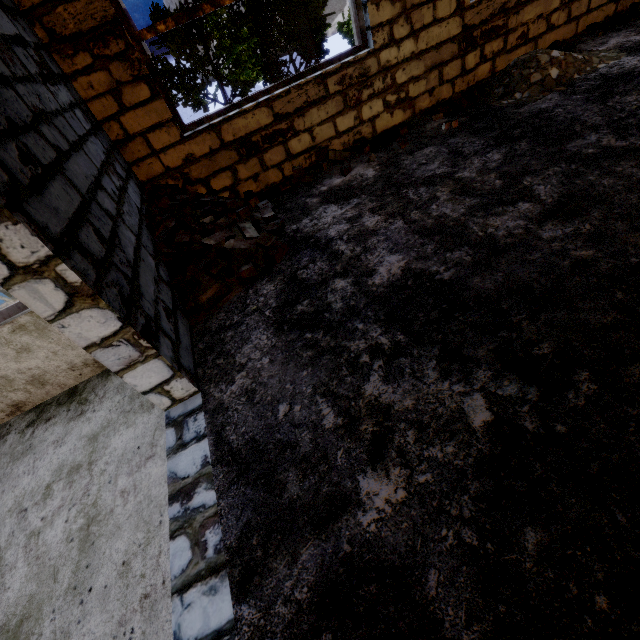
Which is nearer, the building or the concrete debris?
the building

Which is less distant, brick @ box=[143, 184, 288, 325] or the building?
the building

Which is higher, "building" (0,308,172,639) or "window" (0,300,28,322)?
"window" (0,300,28,322)

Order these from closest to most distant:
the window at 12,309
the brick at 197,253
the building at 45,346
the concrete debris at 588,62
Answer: the building at 45,346
the window at 12,309
the brick at 197,253
the concrete debris at 588,62

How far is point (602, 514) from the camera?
1.3 meters

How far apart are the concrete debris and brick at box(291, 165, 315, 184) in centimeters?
267cm

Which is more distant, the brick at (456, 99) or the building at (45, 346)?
the brick at (456, 99)

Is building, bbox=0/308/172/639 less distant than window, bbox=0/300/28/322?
Yes
